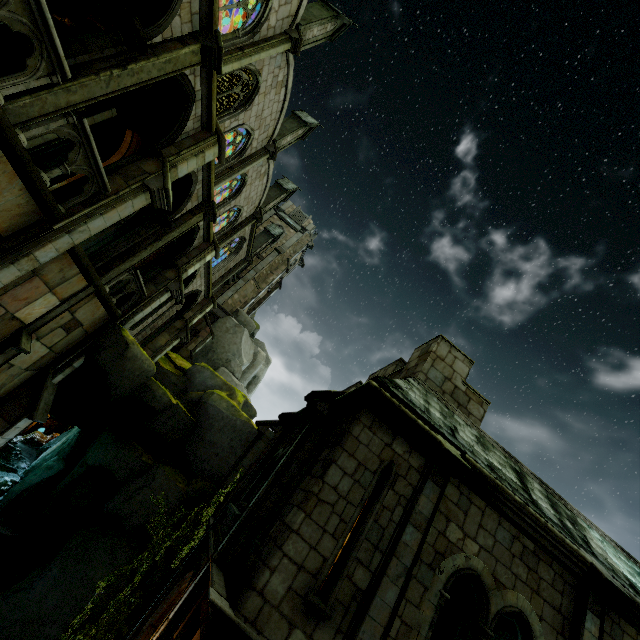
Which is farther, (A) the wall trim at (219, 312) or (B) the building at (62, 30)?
(A) the wall trim at (219, 312)

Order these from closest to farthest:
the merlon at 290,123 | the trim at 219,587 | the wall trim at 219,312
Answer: the trim at 219,587 → the merlon at 290,123 → the wall trim at 219,312

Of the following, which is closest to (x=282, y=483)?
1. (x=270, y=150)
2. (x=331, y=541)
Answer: (x=331, y=541)

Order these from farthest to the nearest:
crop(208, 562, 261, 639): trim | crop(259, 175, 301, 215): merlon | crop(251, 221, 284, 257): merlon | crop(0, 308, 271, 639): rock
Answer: crop(251, 221, 284, 257): merlon → crop(259, 175, 301, 215): merlon → crop(0, 308, 271, 639): rock → crop(208, 562, 261, 639): trim

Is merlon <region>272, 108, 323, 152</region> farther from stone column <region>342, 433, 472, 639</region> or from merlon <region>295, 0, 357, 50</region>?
stone column <region>342, 433, 472, 639</region>

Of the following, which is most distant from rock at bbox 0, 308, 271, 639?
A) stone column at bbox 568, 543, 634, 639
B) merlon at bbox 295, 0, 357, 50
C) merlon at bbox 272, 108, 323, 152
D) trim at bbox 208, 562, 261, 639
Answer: merlon at bbox 295, 0, 357, 50

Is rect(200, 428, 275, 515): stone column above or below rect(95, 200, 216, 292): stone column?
below

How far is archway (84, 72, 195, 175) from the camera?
9.1m
